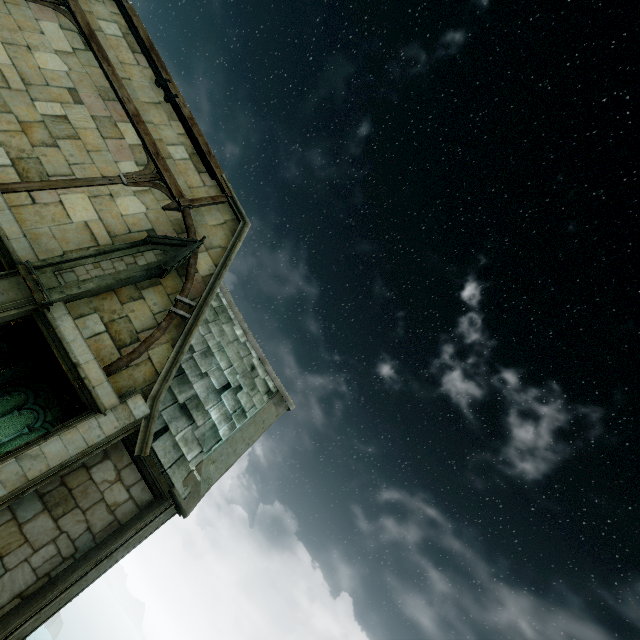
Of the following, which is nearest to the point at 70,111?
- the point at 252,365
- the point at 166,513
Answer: the point at 252,365

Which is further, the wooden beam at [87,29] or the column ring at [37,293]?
the wooden beam at [87,29]

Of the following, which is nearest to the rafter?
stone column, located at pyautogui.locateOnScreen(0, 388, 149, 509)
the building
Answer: stone column, located at pyautogui.locateOnScreen(0, 388, 149, 509)

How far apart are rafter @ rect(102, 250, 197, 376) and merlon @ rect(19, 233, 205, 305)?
0.0m

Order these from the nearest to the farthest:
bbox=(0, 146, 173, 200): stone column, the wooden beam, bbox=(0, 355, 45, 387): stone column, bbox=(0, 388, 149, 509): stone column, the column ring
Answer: bbox=(0, 388, 149, 509): stone column < the column ring < bbox=(0, 146, 173, 200): stone column < the wooden beam < bbox=(0, 355, 45, 387): stone column

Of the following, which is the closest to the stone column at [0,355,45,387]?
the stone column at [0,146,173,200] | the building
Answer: the building

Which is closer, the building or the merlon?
the building

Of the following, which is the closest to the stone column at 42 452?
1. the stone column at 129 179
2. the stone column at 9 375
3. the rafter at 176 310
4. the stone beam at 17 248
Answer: the stone beam at 17 248
